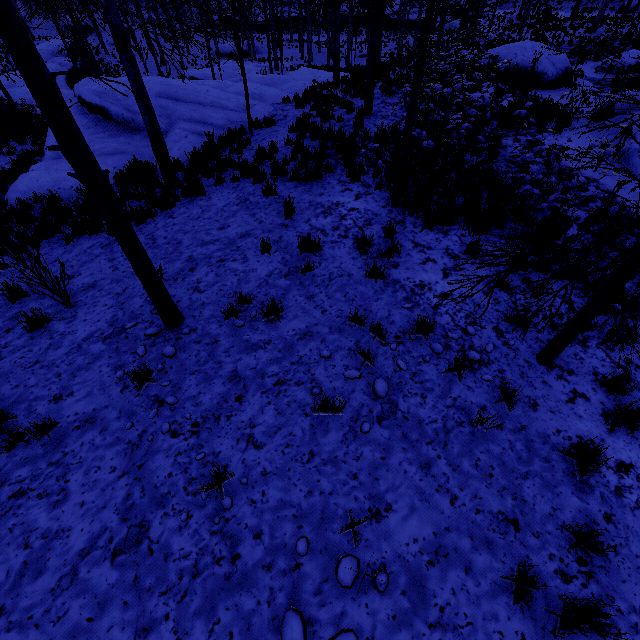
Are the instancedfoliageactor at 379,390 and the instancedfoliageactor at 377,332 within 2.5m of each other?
yes

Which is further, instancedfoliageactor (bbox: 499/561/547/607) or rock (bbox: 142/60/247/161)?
rock (bbox: 142/60/247/161)

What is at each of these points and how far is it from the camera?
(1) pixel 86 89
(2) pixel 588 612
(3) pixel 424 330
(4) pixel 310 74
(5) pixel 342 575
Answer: (1) rock, 11.62m
(2) instancedfoliageactor, 2.67m
(3) instancedfoliageactor, 4.65m
(4) rock, 21.59m
(5) instancedfoliageactor, 2.91m

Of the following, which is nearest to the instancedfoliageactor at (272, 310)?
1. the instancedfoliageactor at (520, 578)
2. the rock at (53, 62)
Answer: the instancedfoliageactor at (520, 578)

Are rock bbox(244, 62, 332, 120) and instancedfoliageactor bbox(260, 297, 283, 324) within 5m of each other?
no

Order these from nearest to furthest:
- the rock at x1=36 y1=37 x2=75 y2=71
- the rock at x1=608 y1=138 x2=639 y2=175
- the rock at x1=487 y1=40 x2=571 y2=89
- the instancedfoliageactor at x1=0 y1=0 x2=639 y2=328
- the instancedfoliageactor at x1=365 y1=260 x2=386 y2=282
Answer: the instancedfoliageactor at x1=0 y1=0 x2=639 y2=328 < the instancedfoliageactor at x1=365 y1=260 x2=386 y2=282 < the rock at x1=608 y1=138 x2=639 y2=175 < the rock at x1=487 y1=40 x2=571 y2=89 < the rock at x1=36 y1=37 x2=75 y2=71

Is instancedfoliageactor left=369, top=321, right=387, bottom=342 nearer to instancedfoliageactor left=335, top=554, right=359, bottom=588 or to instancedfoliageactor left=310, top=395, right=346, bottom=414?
instancedfoliageactor left=310, top=395, right=346, bottom=414

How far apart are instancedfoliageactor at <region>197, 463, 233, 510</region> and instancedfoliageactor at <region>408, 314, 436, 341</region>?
2.90m
